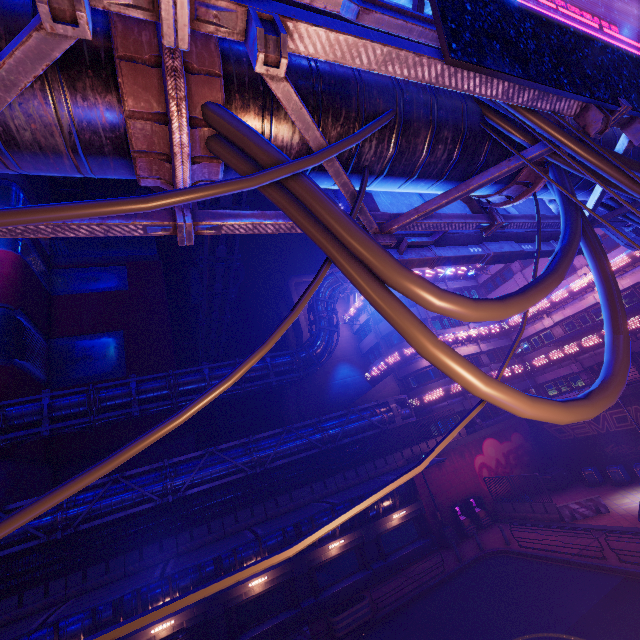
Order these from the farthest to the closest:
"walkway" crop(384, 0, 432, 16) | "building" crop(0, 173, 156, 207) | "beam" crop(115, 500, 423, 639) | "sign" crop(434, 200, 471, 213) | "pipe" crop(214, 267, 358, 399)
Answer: "building" crop(0, 173, 156, 207), "pipe" crop(214, 267, 358, 399), "beam" crop(115, 500, 423, 639), "sign" crop(434, 200, 471, 213), "walkway" crop(384, 0, 432, 16)

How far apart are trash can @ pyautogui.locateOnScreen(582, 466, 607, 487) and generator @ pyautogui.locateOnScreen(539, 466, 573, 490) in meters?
1.4

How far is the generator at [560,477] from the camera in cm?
2578

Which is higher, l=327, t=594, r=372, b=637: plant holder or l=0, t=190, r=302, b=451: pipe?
l=0, t=190, r=302, b=451: pipe

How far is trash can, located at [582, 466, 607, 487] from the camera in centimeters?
2398cm

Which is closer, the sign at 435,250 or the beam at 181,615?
the sign at 435,250

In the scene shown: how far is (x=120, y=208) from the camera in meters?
1.8

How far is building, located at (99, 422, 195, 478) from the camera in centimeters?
2820cm
